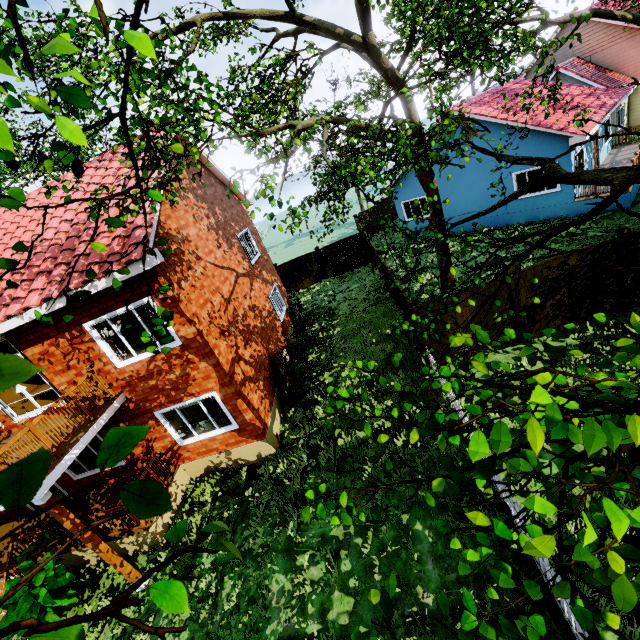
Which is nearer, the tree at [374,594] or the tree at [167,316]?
the tree at [374,594]

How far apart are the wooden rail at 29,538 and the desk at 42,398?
2.8m

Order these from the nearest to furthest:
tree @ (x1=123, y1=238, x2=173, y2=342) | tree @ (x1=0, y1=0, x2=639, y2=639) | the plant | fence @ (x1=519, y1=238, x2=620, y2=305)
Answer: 1. tree @ (x1=0, y1=0, x2=639, y2=639)
2. tree @ (x1=123, y1=238, x2=173, y2=342)
3. the plant
4. fence @ (x1=519, y1=238, x2=620, y2=305)

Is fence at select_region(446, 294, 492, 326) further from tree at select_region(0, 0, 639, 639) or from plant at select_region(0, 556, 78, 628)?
plant at select_region(0, 556, 78, 628)

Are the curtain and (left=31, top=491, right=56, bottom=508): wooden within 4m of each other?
yes

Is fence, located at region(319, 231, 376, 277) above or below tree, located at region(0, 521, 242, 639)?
below

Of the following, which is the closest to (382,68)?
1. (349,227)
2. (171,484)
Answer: (171,484)

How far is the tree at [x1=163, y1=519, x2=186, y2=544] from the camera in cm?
93
